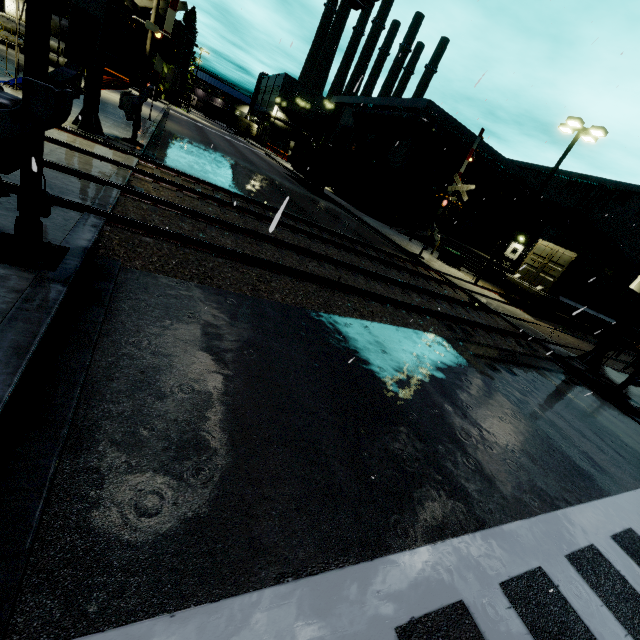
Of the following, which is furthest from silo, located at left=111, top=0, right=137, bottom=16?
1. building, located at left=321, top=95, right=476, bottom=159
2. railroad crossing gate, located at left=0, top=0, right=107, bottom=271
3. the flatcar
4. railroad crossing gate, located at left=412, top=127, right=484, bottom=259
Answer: the flatcar

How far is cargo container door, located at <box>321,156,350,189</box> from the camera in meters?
28.0 m

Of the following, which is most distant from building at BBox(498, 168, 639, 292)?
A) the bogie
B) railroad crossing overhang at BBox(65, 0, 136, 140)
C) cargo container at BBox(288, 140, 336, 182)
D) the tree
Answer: the bogie

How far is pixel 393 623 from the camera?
2.5m

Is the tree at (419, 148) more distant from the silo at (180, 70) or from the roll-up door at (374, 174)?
the silo at (180, 70)

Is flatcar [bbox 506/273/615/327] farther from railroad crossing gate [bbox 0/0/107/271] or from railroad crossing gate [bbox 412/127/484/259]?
railroad crossing gate [bbox 0/0/107/271]

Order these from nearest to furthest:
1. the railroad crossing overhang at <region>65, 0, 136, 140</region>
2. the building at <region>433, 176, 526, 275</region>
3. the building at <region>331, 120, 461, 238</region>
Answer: the railroad crossing overhang at <region>65, 0, 136, 140</region>
the building at <region>433, 176, 526, 275</region>
the building at <region>331, 120, 461, 238</region>

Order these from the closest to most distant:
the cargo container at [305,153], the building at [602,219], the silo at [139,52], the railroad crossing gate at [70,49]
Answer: the railroad crossing gate at [70,49], the cargo container at [305,153], the building at [602,219], the silo at [139,52]
